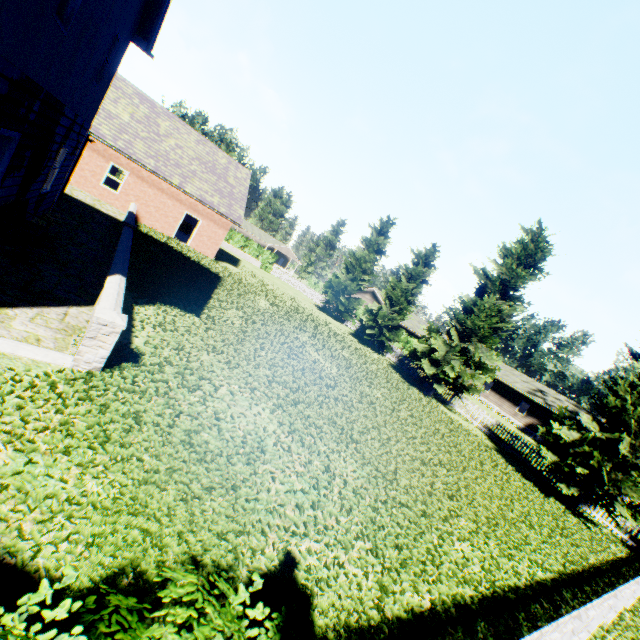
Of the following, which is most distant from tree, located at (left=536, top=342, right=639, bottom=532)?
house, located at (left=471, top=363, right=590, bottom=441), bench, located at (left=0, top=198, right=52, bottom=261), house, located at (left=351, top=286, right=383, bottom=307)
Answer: bench, located at (left=0, top=198, right=52, bottom=261)

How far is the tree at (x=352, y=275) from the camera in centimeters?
3303cm

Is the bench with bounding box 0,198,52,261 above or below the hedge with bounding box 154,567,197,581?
below

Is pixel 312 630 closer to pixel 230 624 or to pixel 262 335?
pixel 230 624

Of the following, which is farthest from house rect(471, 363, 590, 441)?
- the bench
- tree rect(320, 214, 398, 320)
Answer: the bench

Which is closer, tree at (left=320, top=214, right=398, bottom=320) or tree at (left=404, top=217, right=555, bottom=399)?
tree at (left=404, top=217, right=555, bottom=399)

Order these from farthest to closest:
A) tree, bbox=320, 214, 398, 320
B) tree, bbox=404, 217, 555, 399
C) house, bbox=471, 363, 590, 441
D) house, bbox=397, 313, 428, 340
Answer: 1. house, bbox=397, 313, 428, 340
2. house, bbox=471, 363, 590, 441
3. tree, bbox=320, 214, 398, 320
4. tree, bbox=404, 217, 555, 399

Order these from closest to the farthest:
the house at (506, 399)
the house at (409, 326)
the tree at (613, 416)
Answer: the tree at (613, 416) → the house at (506, 399) → the house at (409, 326)
